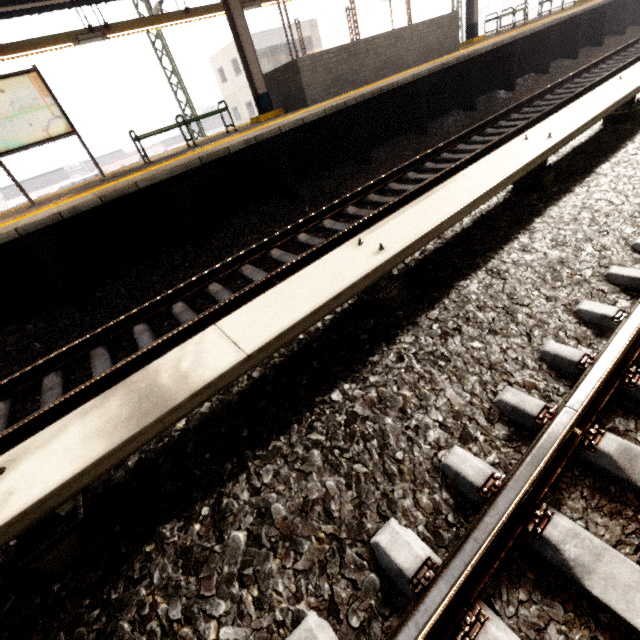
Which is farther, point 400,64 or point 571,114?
point 400,64

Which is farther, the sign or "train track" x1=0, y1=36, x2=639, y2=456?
the sign

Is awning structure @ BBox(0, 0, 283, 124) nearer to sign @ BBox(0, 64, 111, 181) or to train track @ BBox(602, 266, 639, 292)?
sign @ BBox(0, 64, 111, 181)

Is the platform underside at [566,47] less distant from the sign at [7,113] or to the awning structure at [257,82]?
the awning structure at [257,82]

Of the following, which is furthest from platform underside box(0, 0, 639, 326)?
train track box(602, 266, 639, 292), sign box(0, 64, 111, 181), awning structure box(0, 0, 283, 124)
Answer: train track box(602, 266, 639, 292)

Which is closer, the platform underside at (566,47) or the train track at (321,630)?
the train track at (321,630)

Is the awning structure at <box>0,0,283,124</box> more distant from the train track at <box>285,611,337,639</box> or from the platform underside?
the train track at <box>285,611,337,639</box>

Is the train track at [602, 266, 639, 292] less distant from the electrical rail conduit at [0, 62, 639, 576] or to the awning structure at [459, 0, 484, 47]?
the electrical rail conduit at [0, 62, 639, 576]
